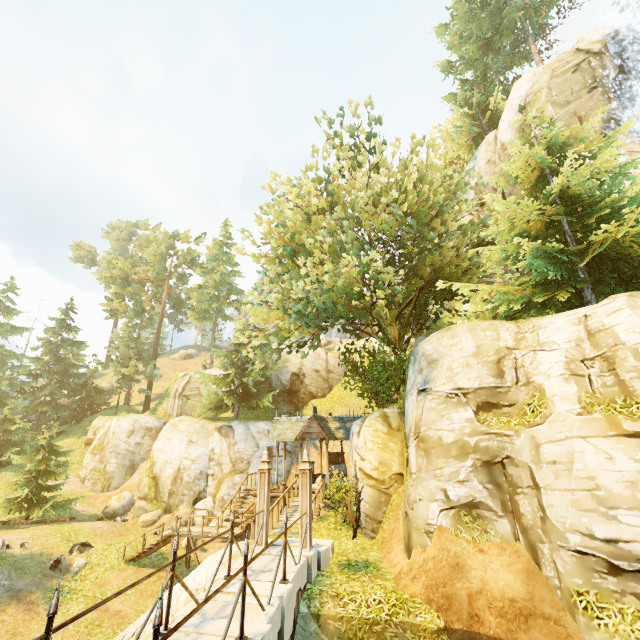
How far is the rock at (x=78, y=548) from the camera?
17.0m

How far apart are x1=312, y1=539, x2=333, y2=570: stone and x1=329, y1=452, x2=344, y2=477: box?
10.8 meters

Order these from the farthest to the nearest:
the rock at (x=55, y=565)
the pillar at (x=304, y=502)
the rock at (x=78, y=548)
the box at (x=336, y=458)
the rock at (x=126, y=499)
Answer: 1. the rock at (x=126, y=499)
2. the box at (x=336, y=458)
3. the rock at (x=78, y=548)
4. the rock at (x=55, y=565)
5. the pillar at (x=304, y=502)

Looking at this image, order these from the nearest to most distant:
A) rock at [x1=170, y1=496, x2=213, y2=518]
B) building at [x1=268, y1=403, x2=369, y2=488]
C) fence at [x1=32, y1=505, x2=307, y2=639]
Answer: fence at [x1=32, y1=505, x2=307, y2=639], building at [x1=268, y1=403, x2=369, y2=488], rock at [x1=170, y1=496, x2=213, y2=518]

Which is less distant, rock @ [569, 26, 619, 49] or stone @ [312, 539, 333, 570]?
stone @ [312, 539, 333, 570]

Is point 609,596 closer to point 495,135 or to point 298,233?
point 298,233

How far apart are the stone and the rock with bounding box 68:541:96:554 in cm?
1354

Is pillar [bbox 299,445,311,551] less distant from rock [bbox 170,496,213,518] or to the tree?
the tree
